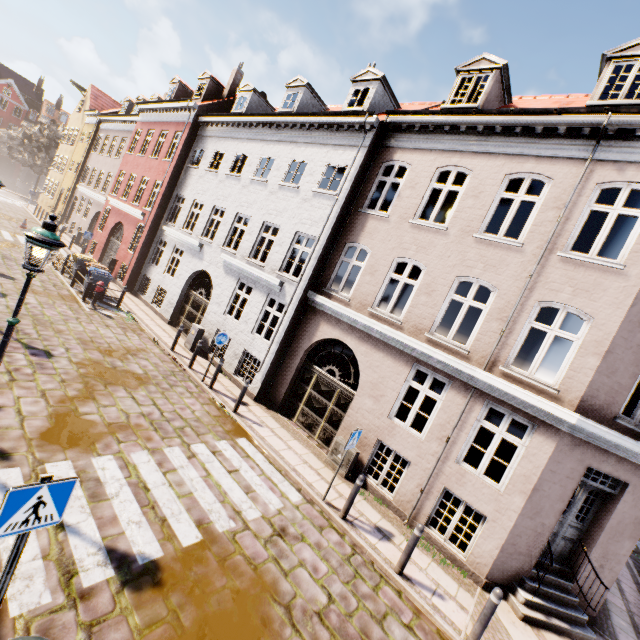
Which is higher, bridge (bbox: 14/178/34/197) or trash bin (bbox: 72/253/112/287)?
trash bin (bbox: 72/253/112/287)

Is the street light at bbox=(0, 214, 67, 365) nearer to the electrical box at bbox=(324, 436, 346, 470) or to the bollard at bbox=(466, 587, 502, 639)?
the electrical box at bbox=(324, 436, 346, 470)

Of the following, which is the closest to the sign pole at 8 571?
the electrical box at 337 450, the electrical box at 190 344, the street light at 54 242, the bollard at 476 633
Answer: the street light at 54 242

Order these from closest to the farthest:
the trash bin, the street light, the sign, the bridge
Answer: the sign → the street light → the trash bin → the bridge

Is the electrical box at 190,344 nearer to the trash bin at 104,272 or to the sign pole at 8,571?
the trash bin at 104,272

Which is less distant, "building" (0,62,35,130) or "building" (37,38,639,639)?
"building" (37,38,639,639)

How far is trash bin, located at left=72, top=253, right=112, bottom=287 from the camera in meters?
14.5 m

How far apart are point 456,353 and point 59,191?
39.5m
